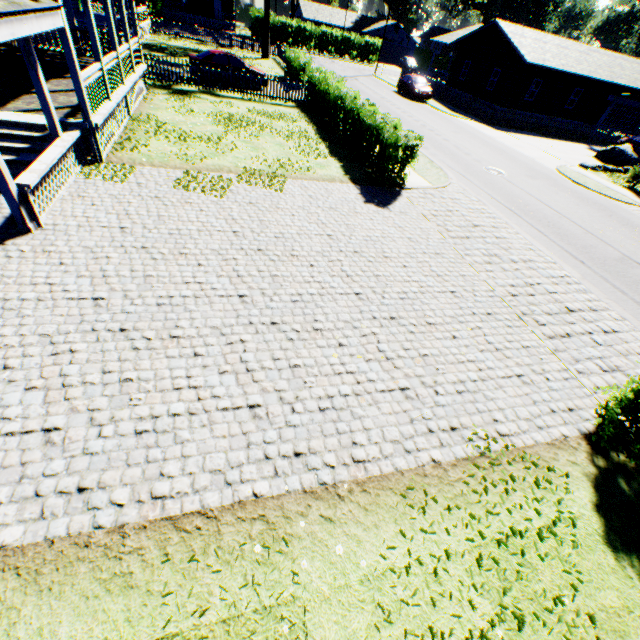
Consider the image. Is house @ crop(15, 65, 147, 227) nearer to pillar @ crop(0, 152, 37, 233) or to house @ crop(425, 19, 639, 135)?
pillar @ crop(0, 152, 37, 233)

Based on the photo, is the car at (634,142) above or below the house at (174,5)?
below

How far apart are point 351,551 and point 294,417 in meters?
1.8 m

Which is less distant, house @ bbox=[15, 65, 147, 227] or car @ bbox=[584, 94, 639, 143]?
house @ bbox=[15, 65, 147, 227]

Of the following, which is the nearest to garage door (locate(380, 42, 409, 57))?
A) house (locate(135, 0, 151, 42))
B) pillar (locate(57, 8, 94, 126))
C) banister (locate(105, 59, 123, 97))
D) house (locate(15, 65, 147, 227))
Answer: house (locate(135, 0, 151, 42))

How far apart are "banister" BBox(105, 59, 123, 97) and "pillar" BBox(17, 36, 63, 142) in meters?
3.5 m

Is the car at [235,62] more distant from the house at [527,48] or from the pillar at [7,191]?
the house at [527,48]

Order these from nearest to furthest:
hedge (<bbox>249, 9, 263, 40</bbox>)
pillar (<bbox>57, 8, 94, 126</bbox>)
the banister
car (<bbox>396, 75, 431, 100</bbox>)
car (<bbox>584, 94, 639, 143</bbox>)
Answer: pillar (<bbox>57, 8, 94, 126</bbox>) → the banister → car (<bbox>584, 94, 639, 143</bbox>) → car (<bbox>396, 75, 431, 100</bbox>) → hedge (<bbox>249, 9, 263, 40</bbox>)
